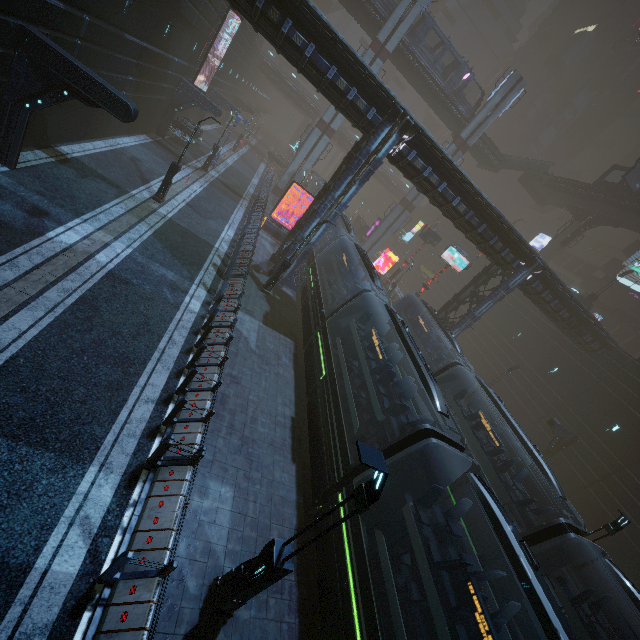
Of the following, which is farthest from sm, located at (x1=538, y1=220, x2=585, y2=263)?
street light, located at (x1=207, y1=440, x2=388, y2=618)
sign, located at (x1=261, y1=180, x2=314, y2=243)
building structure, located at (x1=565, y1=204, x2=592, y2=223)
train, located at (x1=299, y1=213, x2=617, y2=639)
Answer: street light, located at (x1=207, y1=440, x2=388, y2=618)

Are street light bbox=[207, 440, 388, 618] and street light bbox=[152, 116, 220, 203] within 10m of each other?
no

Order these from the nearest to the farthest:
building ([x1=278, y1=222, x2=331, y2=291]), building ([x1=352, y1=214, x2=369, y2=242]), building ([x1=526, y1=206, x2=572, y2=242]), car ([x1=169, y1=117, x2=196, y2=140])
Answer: building ([x1=278, y1=222, x2=331, y2=291])
car ([x1=169, y1=117, x2=196, y2=140])
building ([x1=352, y1=214, x2=369, y2=242])
building ([x1=526, y1=206, x2=572, y2=242])

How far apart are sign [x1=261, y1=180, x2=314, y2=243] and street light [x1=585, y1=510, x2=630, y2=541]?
25.33m

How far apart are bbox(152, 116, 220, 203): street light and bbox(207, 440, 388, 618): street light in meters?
18.0 m

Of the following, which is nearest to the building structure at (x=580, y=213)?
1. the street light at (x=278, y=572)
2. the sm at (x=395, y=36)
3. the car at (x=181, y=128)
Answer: the sm at (x=395, y=36)

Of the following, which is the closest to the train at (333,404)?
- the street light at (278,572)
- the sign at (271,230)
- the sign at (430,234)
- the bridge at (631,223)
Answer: the street light at (278,572)

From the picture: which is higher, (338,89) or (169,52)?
(338,89)
